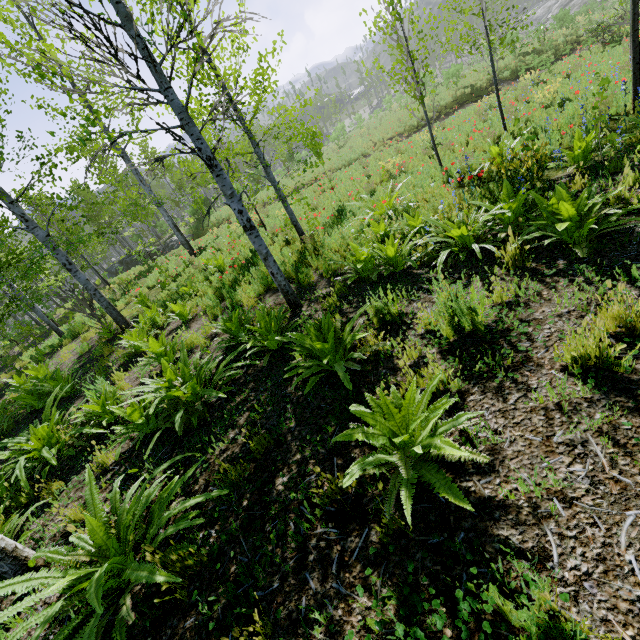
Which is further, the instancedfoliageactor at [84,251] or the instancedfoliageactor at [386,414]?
the instancedfoliageactor at [84,251]

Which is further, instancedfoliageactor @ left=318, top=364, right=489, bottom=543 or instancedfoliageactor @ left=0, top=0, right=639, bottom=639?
instancedfoliageactor @ left=0, top=0, right=639, bottom=639

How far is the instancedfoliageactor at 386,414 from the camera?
1.85m

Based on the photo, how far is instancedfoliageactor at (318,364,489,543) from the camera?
1.9 meters

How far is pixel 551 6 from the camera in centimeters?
5431cm
